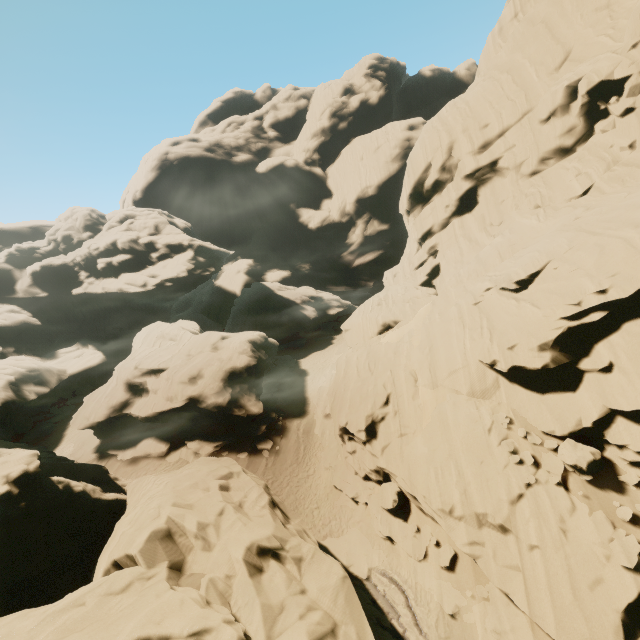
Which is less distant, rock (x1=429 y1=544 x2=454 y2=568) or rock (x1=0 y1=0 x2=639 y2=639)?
rock (x1=0 y1=0 x2=639 y2=639)

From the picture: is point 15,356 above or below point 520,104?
below

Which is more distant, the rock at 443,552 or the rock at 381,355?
the rock at 443,552

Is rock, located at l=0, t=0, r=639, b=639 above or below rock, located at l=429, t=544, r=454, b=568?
above

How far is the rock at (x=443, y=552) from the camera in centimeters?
1406cm

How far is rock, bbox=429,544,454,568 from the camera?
14.1 meters
